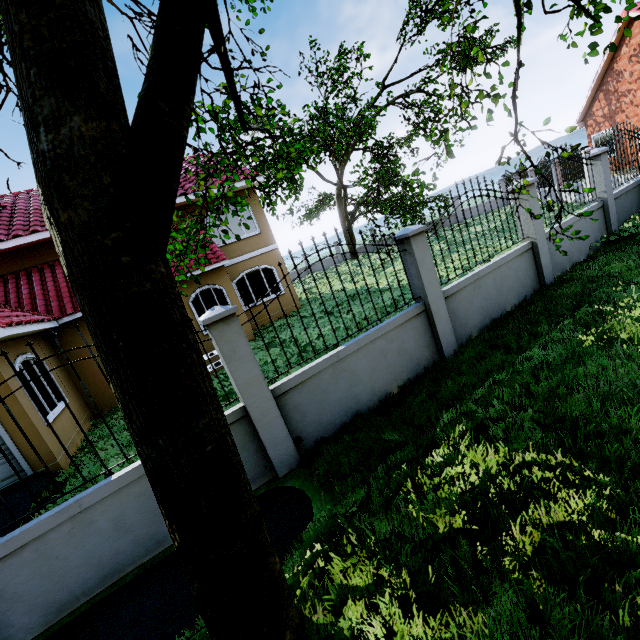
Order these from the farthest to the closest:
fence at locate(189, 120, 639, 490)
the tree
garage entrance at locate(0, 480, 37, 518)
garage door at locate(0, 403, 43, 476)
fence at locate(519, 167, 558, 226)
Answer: fence at locate(519, 167, 558, 226)
garage door at locate(0, 403, 43, 476)
garage entrance at locate(0, 480, 37, 518)
fence at locate(189, 120, 639, 490)
the tree

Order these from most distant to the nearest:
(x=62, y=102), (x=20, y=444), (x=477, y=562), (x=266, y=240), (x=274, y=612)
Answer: (x=266, y=240) < (x=20, y=444) < (x=477, y=562) < (x=274, y=612) < (x=62, y=102)

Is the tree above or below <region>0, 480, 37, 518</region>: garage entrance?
above

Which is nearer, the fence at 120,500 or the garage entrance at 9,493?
the fence at 120,500

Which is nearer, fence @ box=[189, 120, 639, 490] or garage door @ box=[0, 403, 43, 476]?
fence @ box=[189, 120, 639, 490]

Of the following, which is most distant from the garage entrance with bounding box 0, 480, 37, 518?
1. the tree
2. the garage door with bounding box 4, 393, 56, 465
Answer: the tree

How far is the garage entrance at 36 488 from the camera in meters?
6.1

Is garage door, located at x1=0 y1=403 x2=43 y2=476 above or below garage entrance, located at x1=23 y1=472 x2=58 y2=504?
above
